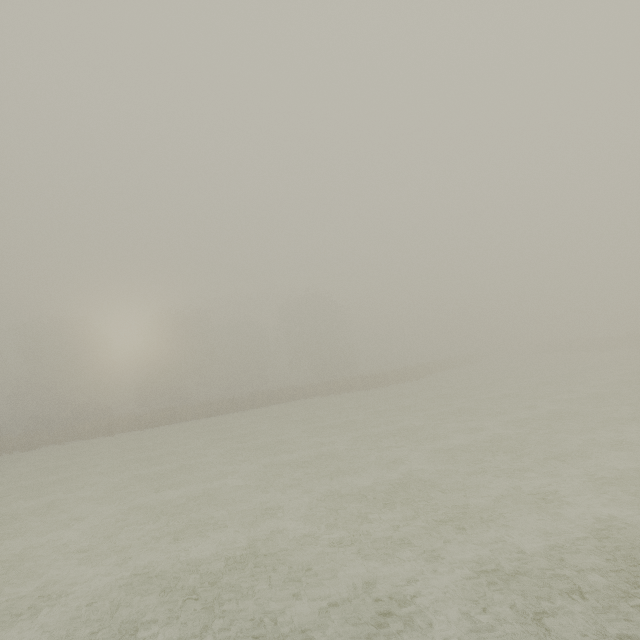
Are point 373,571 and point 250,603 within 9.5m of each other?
yes
